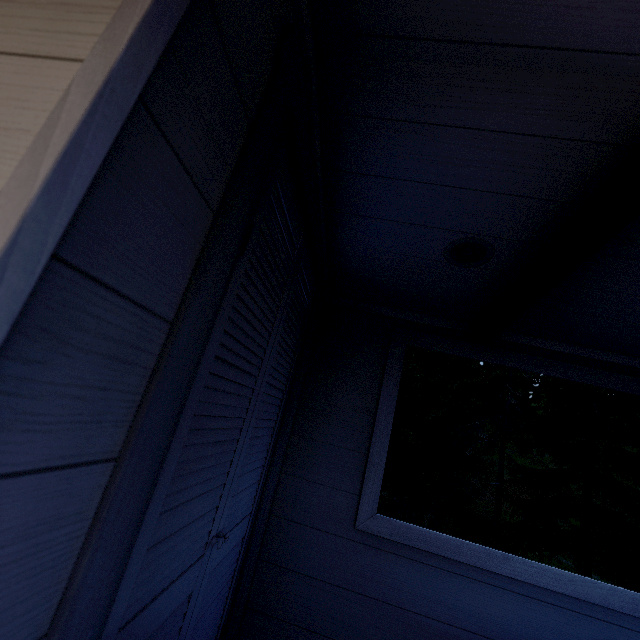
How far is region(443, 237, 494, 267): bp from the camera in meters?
1.4

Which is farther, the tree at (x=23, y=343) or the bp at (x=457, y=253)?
the bp at (x=457, y=253)

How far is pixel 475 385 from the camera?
36.8 meters

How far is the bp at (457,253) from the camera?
1.39m

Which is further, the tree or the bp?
the bp
